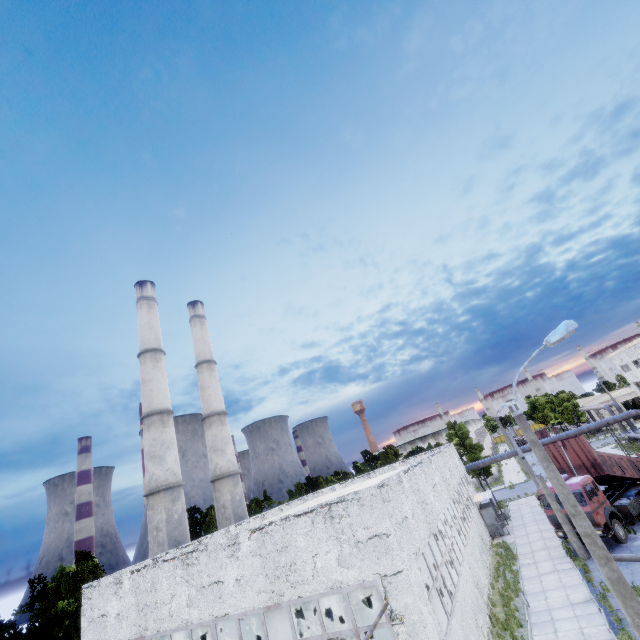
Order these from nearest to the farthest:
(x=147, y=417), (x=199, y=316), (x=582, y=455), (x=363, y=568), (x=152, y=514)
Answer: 1. (x=363, y=568)
2. (x=582, y=455)
3. (x=152, y=514)
4. (x=147, y=417)
5. (x=199, y=316)

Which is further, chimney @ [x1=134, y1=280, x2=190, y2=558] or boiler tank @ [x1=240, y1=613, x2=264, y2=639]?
chimney @ [x1=134, y1=280, x2=190, y2=558]

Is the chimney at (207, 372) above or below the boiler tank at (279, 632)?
above

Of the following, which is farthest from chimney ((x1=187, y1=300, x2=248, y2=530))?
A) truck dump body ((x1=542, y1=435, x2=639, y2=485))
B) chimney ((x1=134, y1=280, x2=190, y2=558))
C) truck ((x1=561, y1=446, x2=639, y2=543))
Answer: truck dump body ((x1=542, y1=435, x2=639, y2=485))

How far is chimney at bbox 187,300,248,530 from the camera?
29.98m

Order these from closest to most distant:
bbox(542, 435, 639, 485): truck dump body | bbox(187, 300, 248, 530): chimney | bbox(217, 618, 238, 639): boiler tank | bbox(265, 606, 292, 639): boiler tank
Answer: bbox(265, 606, 292, 639): boiler tank < bbox(217, 618, 238, 639): boiler tank < bbox(542, 435, 639, 485): truck dump body < bbox(187, 300, 248, 530): chimney

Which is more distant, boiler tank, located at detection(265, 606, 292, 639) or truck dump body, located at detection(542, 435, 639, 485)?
truck dump body, located at detection(542, 435, 639, 485)

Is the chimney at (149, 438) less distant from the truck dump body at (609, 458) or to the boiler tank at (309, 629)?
the boiler tank at (309, 629)
